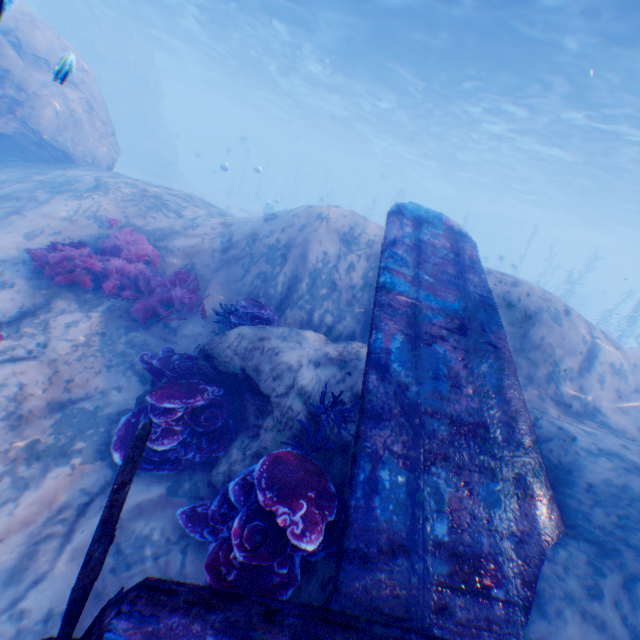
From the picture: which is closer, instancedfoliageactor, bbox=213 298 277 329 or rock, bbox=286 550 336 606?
rock, bbox=286 550 336 606

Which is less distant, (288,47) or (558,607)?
(558,607)

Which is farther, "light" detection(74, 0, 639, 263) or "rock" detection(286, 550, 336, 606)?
"light" detection(74, 0, 639, 263)

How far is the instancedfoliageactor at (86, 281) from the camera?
6.5 meters

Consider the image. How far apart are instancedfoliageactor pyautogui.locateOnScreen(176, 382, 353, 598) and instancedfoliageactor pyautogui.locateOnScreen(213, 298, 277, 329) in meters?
2.5

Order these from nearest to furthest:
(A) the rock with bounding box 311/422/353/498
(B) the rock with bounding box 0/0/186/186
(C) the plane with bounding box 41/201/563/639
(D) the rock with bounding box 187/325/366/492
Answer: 1. (C) the plane with bounding box 41/201/563/639
2. (A) the rock with bounding box 311/422/353/498
3. (D) the rock with bounding box 187/325/366/492
4. (B) the rock with bounding box 0/0/186/186

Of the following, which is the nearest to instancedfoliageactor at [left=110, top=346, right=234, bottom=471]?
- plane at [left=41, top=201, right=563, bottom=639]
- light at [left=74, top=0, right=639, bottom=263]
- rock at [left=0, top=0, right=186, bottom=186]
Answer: rock at [left=0, top=0, right=186, bottom=186]

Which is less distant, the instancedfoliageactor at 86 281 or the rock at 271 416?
the rock at 271 416
